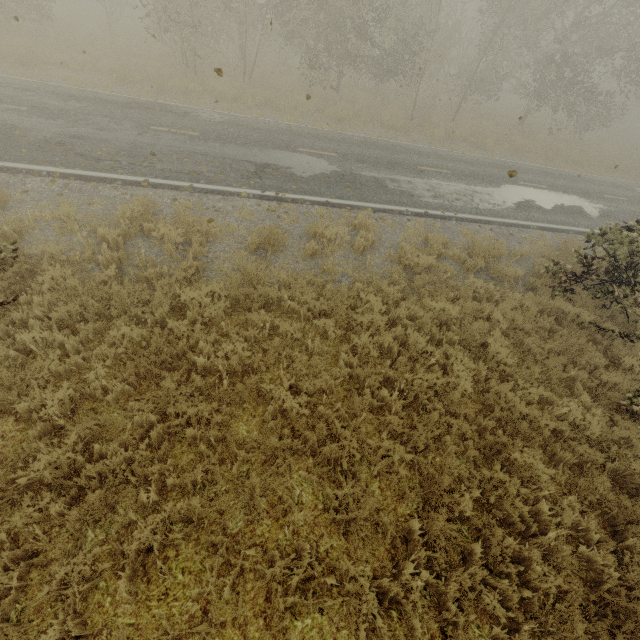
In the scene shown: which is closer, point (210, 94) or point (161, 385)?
point (161, 385)

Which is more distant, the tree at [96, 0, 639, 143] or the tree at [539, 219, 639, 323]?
the tree at [96, 0, 639, 143]

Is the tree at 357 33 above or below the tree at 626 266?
above

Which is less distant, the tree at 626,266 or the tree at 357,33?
the tree at 626,266

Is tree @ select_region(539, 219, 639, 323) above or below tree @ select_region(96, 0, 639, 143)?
below
